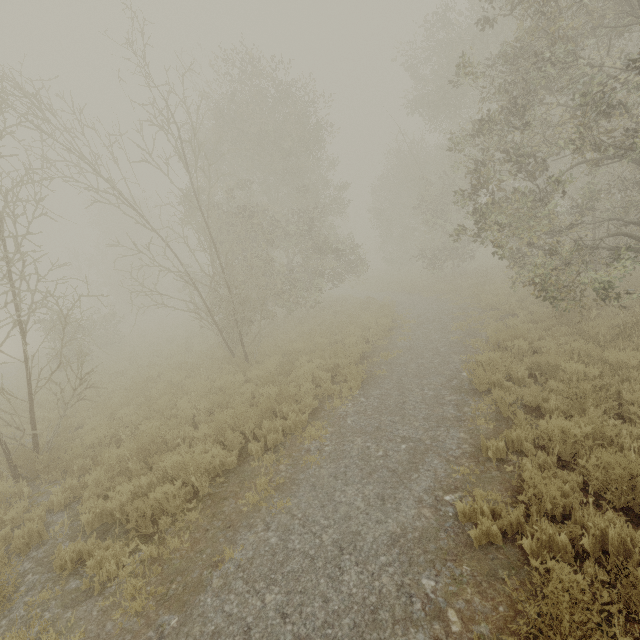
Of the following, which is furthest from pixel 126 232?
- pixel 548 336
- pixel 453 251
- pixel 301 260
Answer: pixel 453 251
